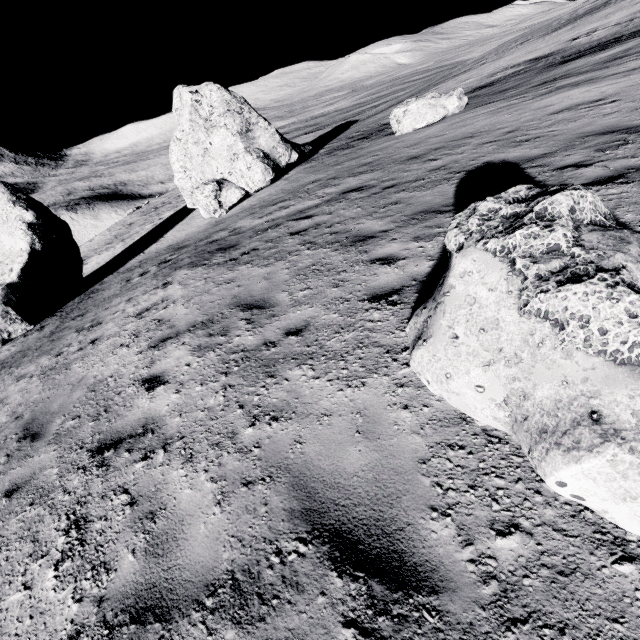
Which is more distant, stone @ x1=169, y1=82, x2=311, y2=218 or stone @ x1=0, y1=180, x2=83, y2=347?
stone @ x1=169, y1=82, x2=311, y2=218

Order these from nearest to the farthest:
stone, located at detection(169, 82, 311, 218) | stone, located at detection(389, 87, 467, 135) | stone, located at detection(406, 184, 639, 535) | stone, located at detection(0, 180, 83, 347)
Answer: stone, located at detection(406, 184, 639, 535)
stone, located at detection(0, 180, 83, 347)
stone, located at detection(389, 87, 467, 135)
stone, located at detection(169, 82, 311, 218)

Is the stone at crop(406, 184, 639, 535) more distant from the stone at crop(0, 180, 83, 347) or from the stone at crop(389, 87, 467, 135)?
the stone at crop(0, 180, 83, 347)

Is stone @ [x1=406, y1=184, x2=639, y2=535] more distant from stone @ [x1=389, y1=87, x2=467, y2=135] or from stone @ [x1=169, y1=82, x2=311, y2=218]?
stone @ [x1=169, y1=82, x2=311, y2=218]

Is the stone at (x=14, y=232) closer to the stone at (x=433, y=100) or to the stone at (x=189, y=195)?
the stone at (x=189, y=195)

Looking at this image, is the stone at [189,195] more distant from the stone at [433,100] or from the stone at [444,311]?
the stone at [444,311]

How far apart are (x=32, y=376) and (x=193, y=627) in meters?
8.1 m

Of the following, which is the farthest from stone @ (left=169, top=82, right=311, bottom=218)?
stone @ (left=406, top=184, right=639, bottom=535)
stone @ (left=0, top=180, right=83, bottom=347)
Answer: stone @ (left=406, top=184, right=639, bottom=535)
